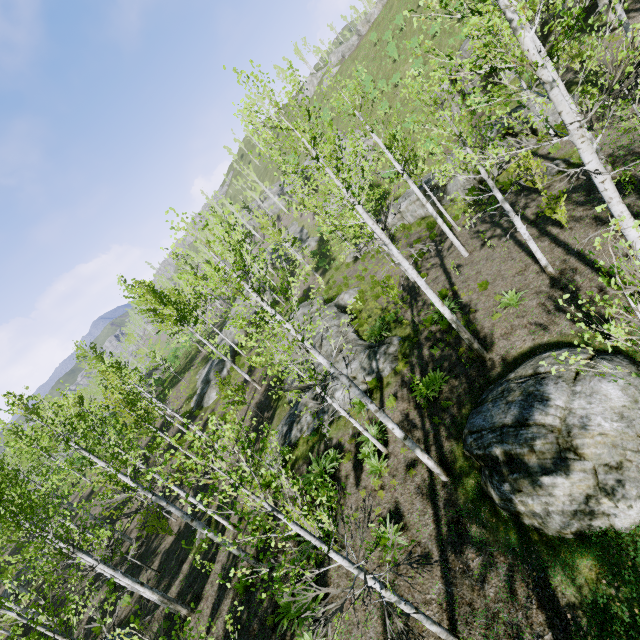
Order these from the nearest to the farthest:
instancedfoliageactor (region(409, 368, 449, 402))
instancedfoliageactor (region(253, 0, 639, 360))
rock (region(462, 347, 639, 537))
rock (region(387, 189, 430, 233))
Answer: instancedfoliageactor (region(253, 0, 639, 360)) → rock (region(462, 347, 639, 537)) → instancedfoliageactor (region(409, 368, 449, 402)) → rock (region(387, 189, 430, 233))

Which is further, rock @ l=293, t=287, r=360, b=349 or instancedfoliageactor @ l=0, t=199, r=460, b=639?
rock @ l=293, t=287, r=360, b=349

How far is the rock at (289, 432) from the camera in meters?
15.0 m

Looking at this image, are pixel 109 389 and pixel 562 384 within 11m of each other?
no

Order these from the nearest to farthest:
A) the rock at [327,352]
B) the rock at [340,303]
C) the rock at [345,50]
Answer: the rock at [327,352] → the rock at [340,303] → the rock at [345,50]

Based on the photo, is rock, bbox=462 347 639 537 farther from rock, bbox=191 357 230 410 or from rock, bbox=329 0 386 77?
rock, bbox=329 0 386 77

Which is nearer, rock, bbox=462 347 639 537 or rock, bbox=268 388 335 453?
rock, bbox=462 347 639 537

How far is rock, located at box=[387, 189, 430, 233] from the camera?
24.66m
